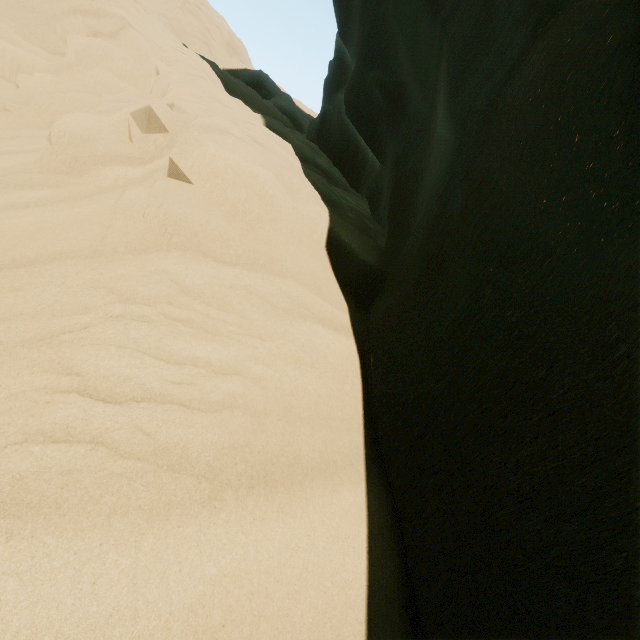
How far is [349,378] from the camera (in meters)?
2.87
